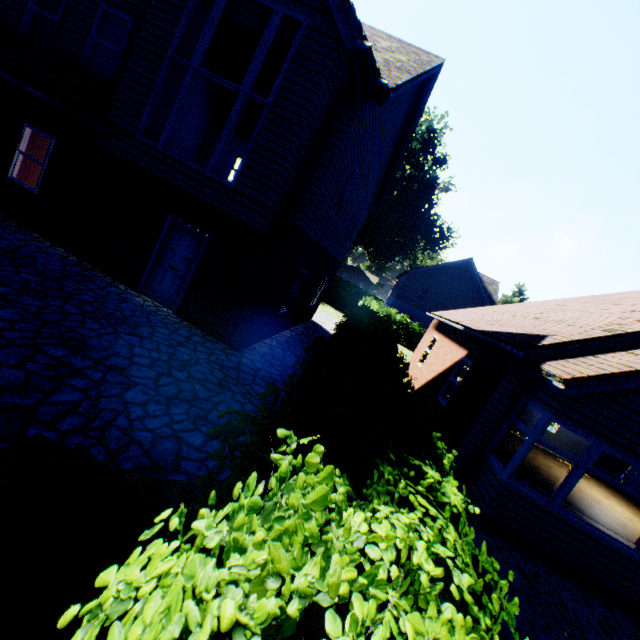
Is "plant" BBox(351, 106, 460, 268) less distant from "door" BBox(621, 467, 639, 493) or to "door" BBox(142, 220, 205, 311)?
"door" BBox(142, 220, 205, 311)

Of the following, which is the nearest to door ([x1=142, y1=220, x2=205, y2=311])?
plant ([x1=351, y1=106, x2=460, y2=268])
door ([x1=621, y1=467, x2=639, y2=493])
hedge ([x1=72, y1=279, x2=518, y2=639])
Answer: hedge ([x1=72, y1=279, x2=518, y2=639])

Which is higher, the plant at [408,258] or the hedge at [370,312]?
the plant at [408,258]

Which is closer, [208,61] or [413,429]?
[413,429]

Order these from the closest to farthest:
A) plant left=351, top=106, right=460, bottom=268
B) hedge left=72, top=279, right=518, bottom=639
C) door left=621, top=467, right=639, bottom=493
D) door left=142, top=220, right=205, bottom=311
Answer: hedge left=72, top=279, right=518, bottom=639
door left=142, top=220, right=205, bottom=311
door left=621, top=467, right=639, bottom=493
plant left=351, top=106, right=460, bottom=268

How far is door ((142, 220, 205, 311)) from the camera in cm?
832

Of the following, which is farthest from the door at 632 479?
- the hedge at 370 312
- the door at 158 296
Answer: the door at 158 296

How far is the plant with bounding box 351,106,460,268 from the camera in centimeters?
4028cm
